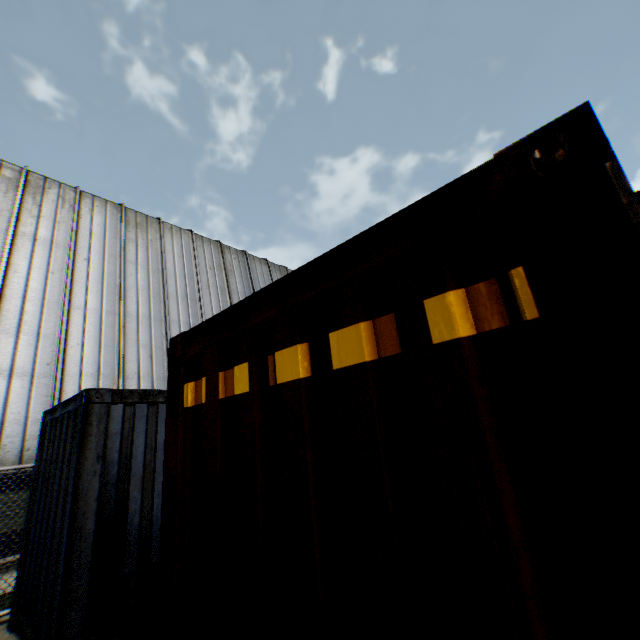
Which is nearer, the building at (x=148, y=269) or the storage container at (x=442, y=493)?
the storage container at (x=442, y=493)

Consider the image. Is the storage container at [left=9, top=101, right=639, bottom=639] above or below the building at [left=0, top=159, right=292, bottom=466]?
below

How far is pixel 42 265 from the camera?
9.5 meters

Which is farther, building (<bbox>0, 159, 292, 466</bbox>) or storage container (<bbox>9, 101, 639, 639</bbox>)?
building (<bbox>0, 159, 292, 466</bbox>)

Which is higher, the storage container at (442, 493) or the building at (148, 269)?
the building at (148, 269)
